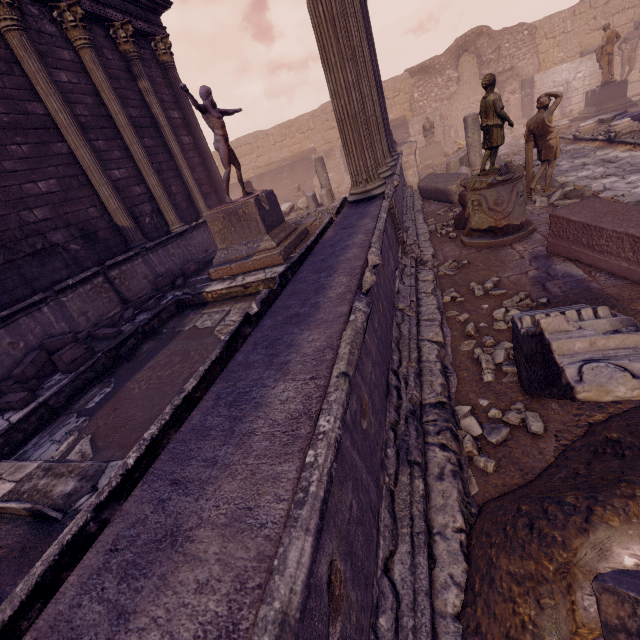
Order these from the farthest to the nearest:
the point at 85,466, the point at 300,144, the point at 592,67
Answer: the point at 300,144 < the point at 592,67 < the point at 85,466

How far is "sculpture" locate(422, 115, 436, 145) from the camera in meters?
15.8 m

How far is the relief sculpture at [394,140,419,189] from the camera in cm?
1099

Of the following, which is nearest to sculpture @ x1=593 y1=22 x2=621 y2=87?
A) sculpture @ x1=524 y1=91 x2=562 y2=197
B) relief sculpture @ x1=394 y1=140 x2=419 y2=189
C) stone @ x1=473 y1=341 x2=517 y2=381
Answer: relief sculpture @ x1=394 y1=140 x2=419 y2=189

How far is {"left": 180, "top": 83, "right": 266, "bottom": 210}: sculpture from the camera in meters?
6.5

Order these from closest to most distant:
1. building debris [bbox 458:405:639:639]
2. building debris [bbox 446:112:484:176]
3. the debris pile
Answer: building debris [bbox 458:405:639:639]
the debris pile
building debris [bbox 446:112:484:176]

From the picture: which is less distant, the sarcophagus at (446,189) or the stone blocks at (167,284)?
the stone blocks at (167,284)

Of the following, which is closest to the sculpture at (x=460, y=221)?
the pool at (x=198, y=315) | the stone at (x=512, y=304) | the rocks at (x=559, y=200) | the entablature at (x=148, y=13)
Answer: the rocks at (x=559, y=200)
